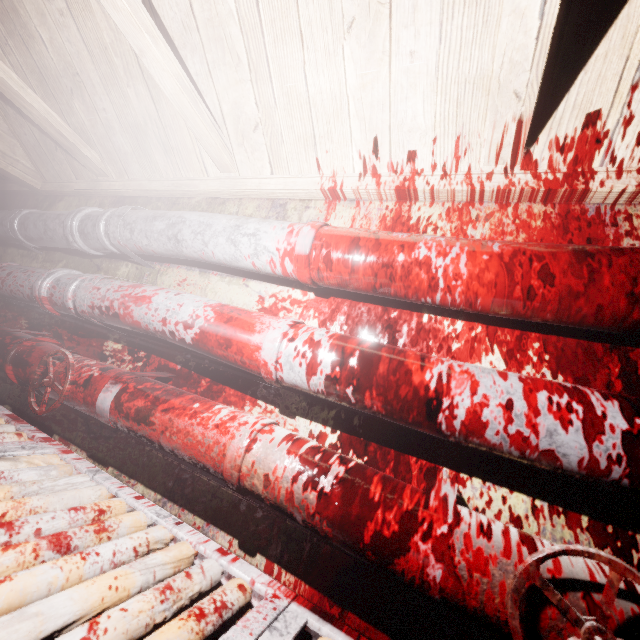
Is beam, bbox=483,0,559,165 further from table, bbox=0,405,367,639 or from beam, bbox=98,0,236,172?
table, bbox=0,405,367,639

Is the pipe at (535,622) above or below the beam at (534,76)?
below

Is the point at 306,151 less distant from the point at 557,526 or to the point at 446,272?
the point at 446,272

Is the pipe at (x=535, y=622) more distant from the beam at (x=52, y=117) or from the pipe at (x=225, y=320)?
the beam at (x=52, y=117)

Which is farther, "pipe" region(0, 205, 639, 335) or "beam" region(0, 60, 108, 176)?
"beam" region(0, 60, 108, 176)

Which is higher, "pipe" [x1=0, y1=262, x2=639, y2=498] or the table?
"pipe" [x1=0, y1=262, x2=639, y2=498]

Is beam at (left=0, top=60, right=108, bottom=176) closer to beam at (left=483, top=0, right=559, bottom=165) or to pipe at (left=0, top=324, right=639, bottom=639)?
beam at (left=483, top=0, right=559, bottom=165)

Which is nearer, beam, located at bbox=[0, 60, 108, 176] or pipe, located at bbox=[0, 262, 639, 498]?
pipe, located at bbox=[0, 262, 639, 498]
